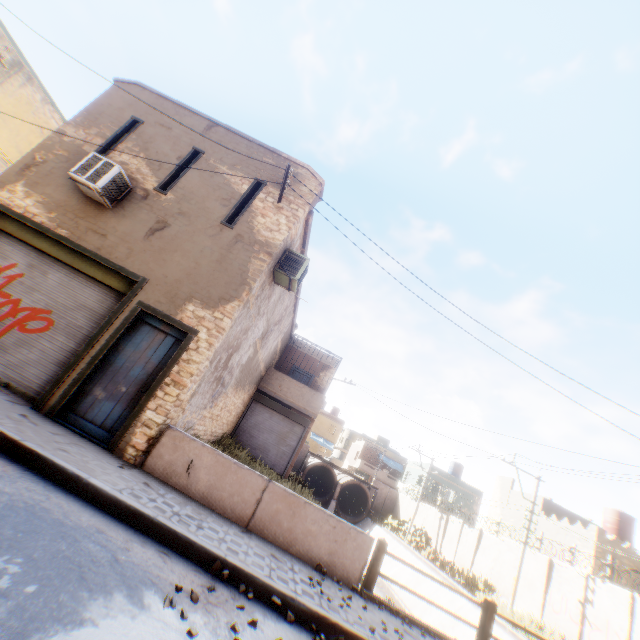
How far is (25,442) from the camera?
4.6m

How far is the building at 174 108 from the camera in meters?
9.3 m

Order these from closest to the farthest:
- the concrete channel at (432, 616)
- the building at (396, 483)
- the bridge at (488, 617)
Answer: the bridge at (488, 617) < the concrete channel at (432, 616) < the building at (396, 483)

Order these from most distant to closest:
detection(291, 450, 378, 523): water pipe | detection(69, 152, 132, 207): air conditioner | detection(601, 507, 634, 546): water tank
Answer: A: detection(291, 450, 378, 523): water pipe → detection(601, 507, 634, 546): water tank → detection(69, 152, 132, 207): air conditioner

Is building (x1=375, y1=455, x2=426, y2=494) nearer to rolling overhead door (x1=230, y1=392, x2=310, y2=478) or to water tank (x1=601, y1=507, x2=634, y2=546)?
rolling overhead door (x1=230, y1=392, x2=310, y2=478)

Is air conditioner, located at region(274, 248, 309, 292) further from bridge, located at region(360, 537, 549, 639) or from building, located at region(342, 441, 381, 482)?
bridge, located at region(360, 537, 549, 639)

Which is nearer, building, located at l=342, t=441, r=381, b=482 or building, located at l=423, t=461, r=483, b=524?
building, located at l=423, t=461, r=483, b=524

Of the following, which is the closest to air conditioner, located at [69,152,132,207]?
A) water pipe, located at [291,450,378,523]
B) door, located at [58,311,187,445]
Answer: door, located at [58,311,187,445]
